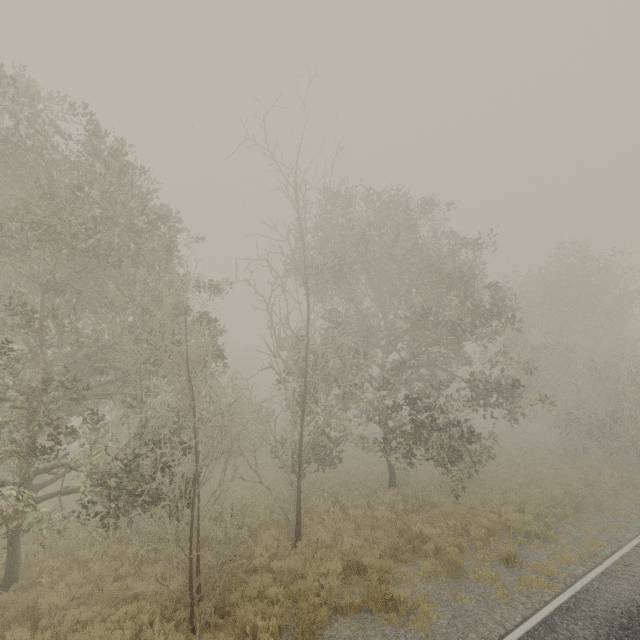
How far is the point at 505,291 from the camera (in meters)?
17.19
